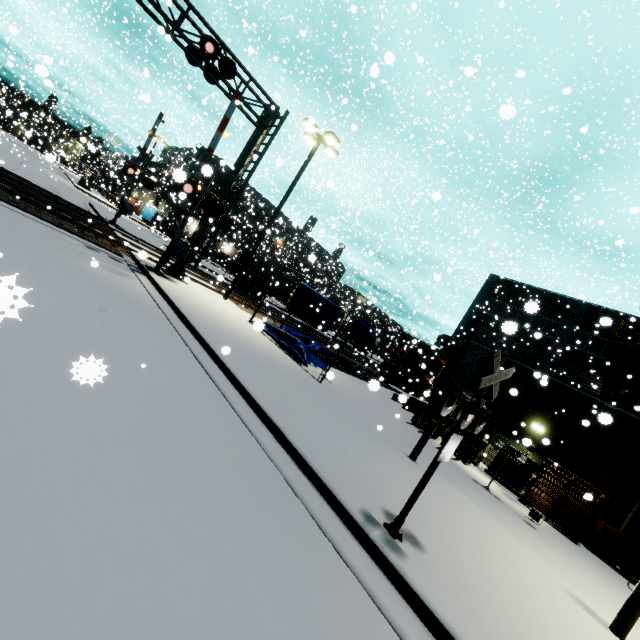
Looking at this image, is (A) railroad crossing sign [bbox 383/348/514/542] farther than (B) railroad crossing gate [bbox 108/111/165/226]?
No

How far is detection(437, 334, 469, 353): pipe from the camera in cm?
3168

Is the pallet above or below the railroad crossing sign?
below

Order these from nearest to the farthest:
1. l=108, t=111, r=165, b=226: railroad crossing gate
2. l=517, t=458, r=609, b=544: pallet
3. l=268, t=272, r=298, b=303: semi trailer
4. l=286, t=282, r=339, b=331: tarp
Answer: l=517, t=458, r=609, b=544: pallet, l=286, t=282, r=339, b=331: tarp, l=108, t=111, r=165, b=226: railroad crossing gate, l=268, t=272, r=298, b=303: semi trailer

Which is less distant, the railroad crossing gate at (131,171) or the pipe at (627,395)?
the pipe at (627,395)

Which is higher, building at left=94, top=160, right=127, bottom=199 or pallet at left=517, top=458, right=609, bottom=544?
building at left=94, top=160, right=127, bottom=199

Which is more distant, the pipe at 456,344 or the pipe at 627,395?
the pipe at 456,344

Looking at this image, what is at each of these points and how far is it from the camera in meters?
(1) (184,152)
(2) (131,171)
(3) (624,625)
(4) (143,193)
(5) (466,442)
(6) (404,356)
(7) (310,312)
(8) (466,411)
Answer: (1) building, 58.2 m
(2) railroad crossing gate, 19.9 m
(3) post, 5.4 m
(4) building, 54.7 m
(5) forklift, 12.8 m
(6) oil drum, 28.1 m
(7) tarp, 20.1 m
(8) railroad crossing sign, 3.8 m
